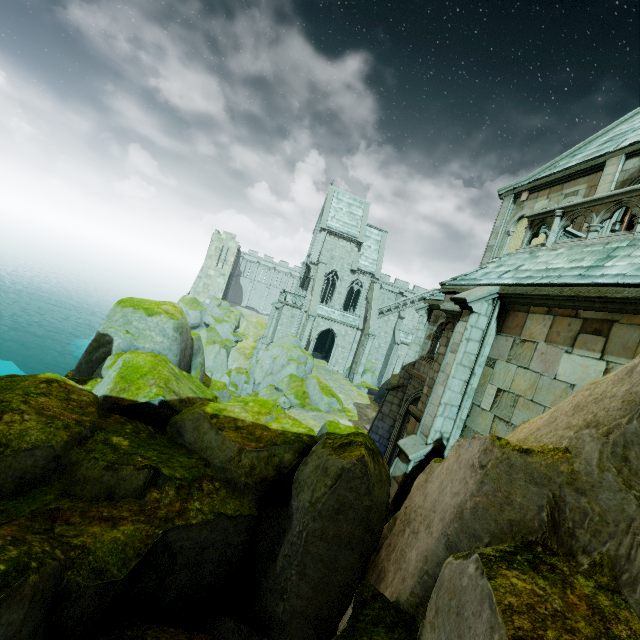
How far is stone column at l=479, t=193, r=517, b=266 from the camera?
13.9m

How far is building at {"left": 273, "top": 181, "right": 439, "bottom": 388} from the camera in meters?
37.8 m

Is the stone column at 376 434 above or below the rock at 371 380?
above

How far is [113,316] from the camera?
9.67m

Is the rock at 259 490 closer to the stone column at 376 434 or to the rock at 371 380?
the stone column at 376 434

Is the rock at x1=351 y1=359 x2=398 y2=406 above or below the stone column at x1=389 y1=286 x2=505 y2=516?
below

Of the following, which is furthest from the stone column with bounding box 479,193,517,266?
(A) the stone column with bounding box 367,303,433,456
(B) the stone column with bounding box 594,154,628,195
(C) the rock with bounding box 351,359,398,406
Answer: (C) the rock with bounding box 351,359,398,406

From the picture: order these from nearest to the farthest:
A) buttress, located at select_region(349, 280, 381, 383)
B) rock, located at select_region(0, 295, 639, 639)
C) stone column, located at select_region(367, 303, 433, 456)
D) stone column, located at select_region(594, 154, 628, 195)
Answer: rock, located at select_region(0, 295, 639, 639)
stone column, located at select_region(594, 154, 628, 195)
stone column, located at select_region(367, 303, 433, 456)
buttress, located at select_region(349, 280, 381, 383)
